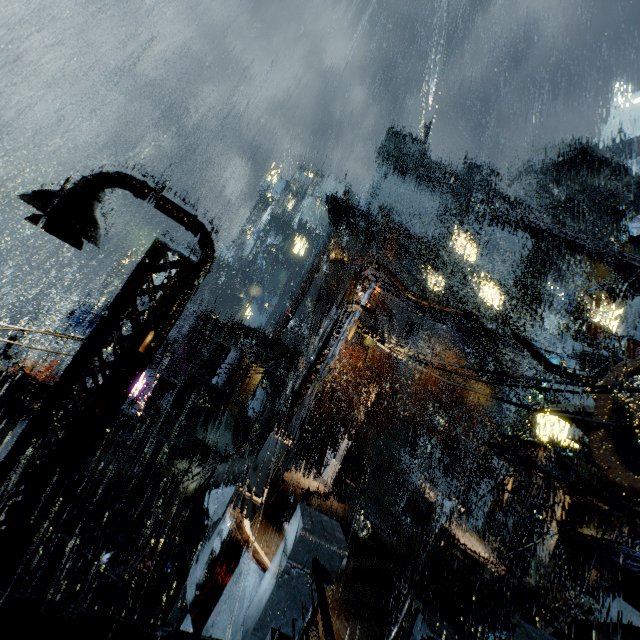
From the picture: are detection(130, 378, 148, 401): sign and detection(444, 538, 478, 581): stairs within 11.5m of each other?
no

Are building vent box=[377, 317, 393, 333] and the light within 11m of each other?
no

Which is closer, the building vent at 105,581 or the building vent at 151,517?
the building vent at 105,581

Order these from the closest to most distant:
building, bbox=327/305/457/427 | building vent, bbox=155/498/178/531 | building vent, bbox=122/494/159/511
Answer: building vent, bbox=155/498/178/531, building vent, bbox=122/494/159/511, building, bbox=327/305/457/427

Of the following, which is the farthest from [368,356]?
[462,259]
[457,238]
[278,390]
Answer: [278,390]

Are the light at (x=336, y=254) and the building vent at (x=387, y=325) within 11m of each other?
no

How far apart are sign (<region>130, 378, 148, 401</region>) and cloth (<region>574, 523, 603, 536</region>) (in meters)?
38.95

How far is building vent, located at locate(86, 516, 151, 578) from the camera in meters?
13.4
